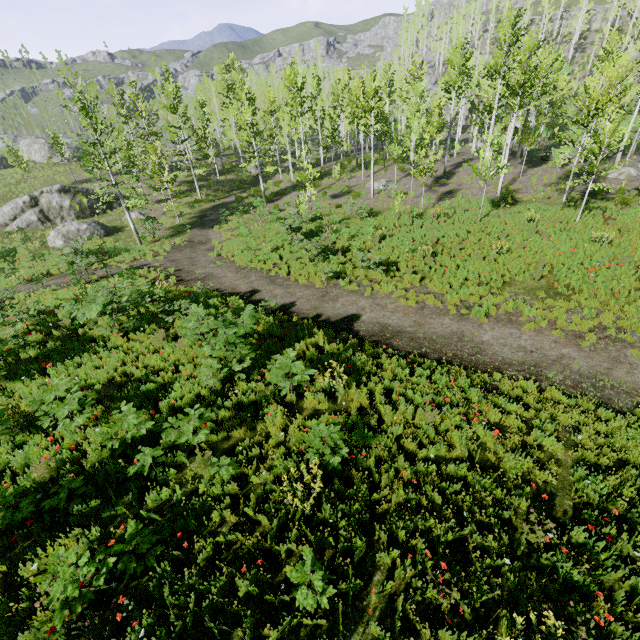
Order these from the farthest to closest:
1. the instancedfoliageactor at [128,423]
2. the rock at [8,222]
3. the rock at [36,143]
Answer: the rock at [36,143], the rock at [8,222], the instancedfoliageactor at [128,423]

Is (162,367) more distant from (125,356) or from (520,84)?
(520,84)

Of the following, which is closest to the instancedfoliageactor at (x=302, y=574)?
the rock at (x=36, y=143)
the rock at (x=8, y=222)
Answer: the rock at (x=36, y=143)

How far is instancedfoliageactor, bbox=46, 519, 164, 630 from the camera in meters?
3.9 m

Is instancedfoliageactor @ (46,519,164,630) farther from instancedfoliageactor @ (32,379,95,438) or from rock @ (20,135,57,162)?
rock @ (20,135,57,162)

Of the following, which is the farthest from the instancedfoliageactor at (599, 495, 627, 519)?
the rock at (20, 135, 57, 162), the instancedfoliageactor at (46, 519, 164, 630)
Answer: the instancedfoliageactor at (46, 519, 164, 630)

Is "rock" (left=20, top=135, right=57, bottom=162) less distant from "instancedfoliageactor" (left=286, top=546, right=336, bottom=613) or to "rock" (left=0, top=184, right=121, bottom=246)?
"instancedfoliageactor" (left=286, top=546, right=336, bottom=613)

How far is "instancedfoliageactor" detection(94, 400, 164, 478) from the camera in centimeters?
583cm
